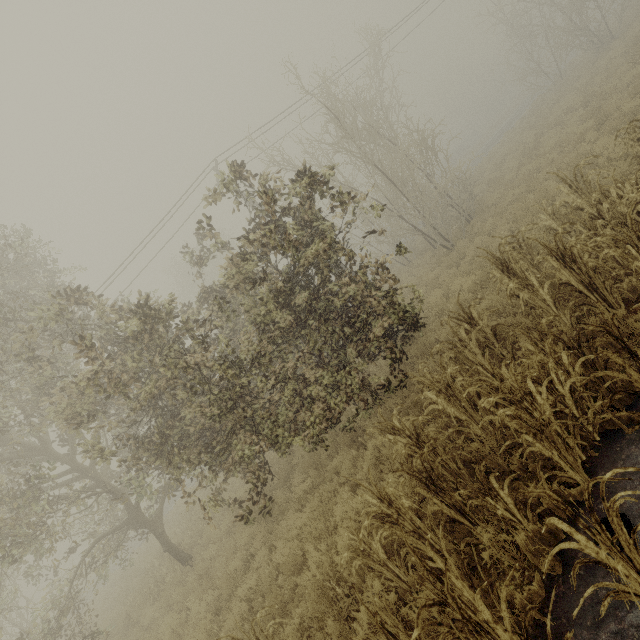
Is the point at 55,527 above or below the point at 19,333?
below
